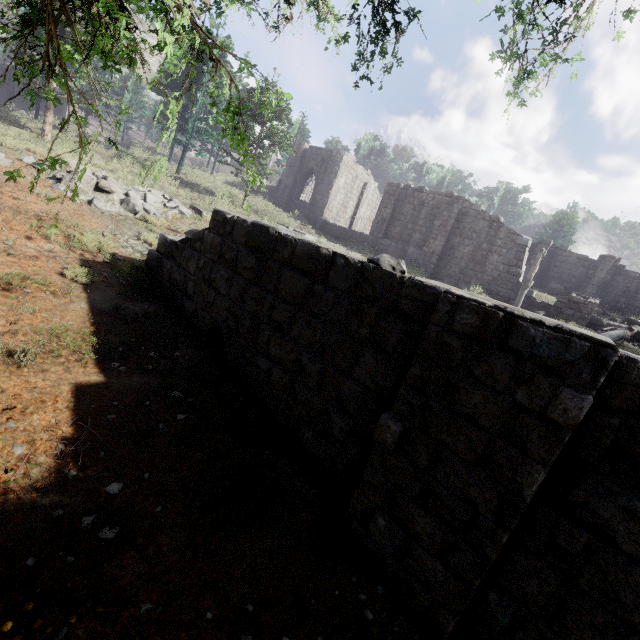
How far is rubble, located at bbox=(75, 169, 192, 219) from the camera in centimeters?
989cm

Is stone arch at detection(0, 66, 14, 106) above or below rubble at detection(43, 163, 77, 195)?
above

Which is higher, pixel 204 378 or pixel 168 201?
pixel 168 201

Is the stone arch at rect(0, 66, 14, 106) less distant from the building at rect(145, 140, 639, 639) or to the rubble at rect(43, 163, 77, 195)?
the building at rect(145, 140, 639, 639)

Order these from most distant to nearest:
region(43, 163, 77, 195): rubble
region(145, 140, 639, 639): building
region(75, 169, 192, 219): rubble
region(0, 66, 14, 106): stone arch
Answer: region(0, 66, 14, 106): stone arch → region(75, 169, 192, 219): rubble → region(43, 163, 77, 195): rubble → region(145, 140, 639, 639): building

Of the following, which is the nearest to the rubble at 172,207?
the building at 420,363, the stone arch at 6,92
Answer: the building at 420,363

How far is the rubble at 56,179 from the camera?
9.33m
